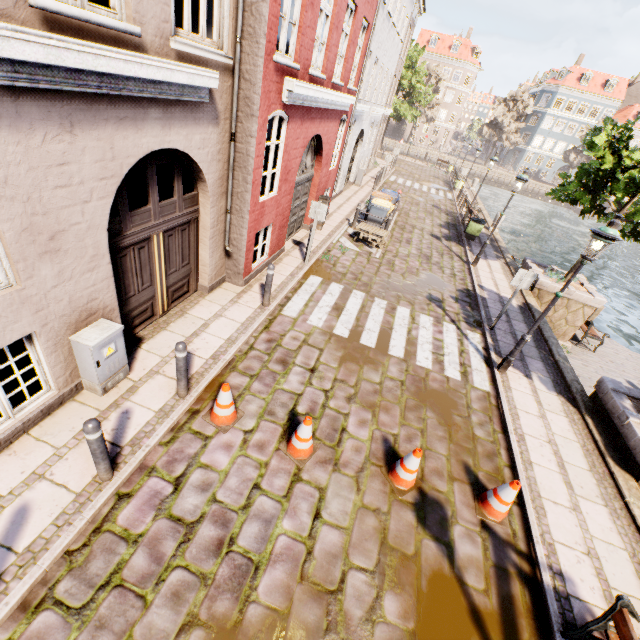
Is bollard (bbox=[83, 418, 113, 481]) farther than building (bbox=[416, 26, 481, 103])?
No

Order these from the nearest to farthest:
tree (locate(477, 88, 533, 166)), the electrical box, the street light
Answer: the electrical box < the street light < tree (locate(477, 88, 533, 166))

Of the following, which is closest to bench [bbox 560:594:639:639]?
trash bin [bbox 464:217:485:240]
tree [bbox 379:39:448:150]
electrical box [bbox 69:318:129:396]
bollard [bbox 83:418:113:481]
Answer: bollard [bbox 83:418:113:481]

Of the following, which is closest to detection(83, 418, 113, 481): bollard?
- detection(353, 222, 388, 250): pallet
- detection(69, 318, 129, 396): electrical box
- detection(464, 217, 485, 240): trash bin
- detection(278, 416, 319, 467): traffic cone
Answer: detection(69, 318, 129, 396): electrical box

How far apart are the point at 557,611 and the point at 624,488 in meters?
3.0 m

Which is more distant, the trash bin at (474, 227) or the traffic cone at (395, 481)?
the trash bin at (474, 227)

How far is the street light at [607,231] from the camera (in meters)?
5.66

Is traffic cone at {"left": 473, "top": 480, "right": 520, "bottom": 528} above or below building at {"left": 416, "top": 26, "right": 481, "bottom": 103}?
below
